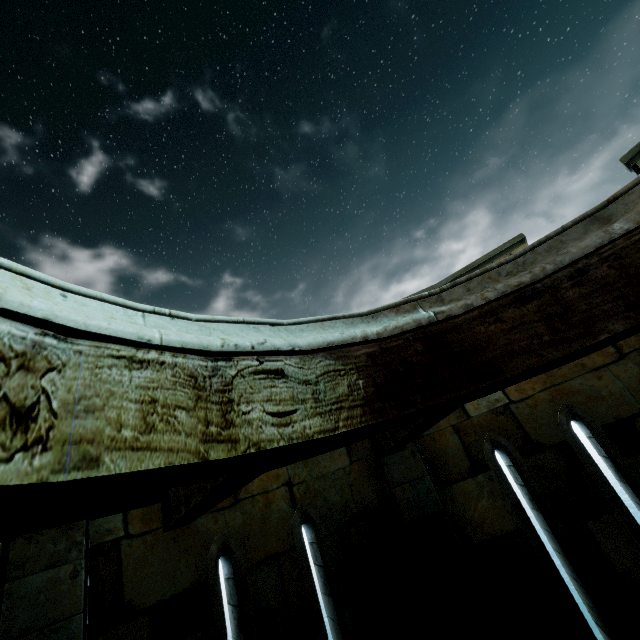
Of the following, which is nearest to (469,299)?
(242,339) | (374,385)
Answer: (374,385)
